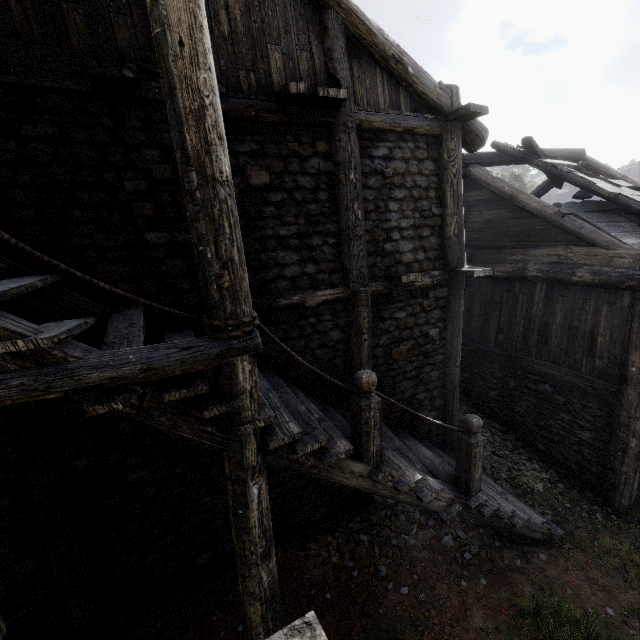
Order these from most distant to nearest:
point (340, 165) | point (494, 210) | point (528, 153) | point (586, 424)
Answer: point (494, 210) < point (528, 153) < point (586, 424) < point (340, 165)

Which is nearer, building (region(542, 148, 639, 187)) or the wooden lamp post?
the wooden lamp post

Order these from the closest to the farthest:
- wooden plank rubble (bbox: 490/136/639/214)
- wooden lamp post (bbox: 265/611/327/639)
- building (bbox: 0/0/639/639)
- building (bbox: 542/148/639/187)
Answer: wooden lamp post (bbox: 265/611/327/639) → building (bbox: 0/0/639/639) → wooden plank rubble (bbox: 490/136/639/214) → building (bbox: 542/148/639/187)

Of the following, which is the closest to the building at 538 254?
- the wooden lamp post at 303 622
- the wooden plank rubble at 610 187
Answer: the wooden plank rubble at 610 187

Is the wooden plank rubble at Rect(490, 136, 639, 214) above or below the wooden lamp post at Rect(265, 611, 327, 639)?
above

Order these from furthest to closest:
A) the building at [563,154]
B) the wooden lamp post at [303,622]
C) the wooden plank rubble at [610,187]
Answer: the building at [563,154], the wooden plank rubble at [610,187], the wooden lamp post at [303,622]

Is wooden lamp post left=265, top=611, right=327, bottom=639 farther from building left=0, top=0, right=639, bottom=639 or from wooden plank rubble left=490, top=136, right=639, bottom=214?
wooden plank rubble left=490, top=136, right=639, bottom=214
